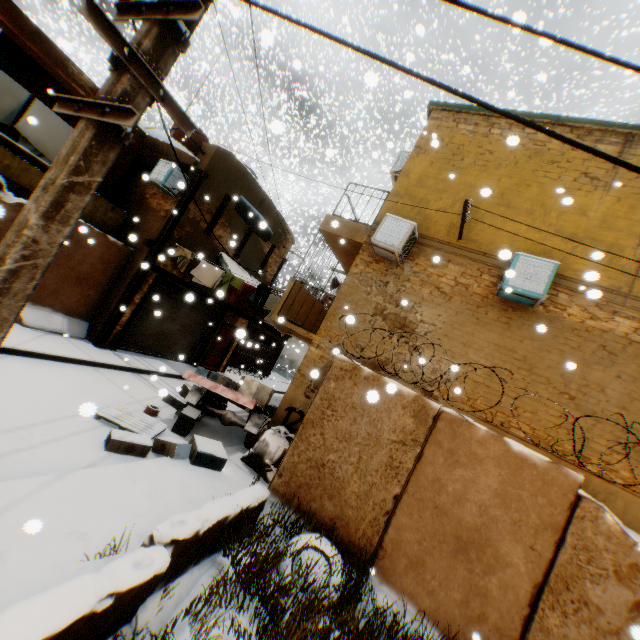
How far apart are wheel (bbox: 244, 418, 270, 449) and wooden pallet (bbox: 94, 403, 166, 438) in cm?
195

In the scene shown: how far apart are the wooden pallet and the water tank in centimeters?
1134cm

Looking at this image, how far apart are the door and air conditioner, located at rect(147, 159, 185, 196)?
5.93m

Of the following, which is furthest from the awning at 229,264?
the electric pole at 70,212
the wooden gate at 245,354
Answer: the electric pole at 70,212

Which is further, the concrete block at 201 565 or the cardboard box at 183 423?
the cardboard box at 183 423

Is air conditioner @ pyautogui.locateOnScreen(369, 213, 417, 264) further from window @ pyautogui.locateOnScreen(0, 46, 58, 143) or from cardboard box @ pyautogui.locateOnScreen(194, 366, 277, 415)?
window @ pyautogui.locateOnScreen(0, 46, 58, 143)

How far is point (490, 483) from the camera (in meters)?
4.80

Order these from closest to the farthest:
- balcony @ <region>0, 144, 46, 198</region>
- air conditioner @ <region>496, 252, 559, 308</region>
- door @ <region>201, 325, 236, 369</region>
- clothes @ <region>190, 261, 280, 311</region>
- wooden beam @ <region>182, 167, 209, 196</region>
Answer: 1. air conditioner @ <region>496, 252, 559, 308</region>
2. balcony @ <region>0, 144, 46, 198</region>
3. clothes @ <region>190, 261, 280, 311</region>
4. wooden beam @ <region>182, 167, 209, 196</region>
5. door @ <region>201, 325, 236, 369</region>
